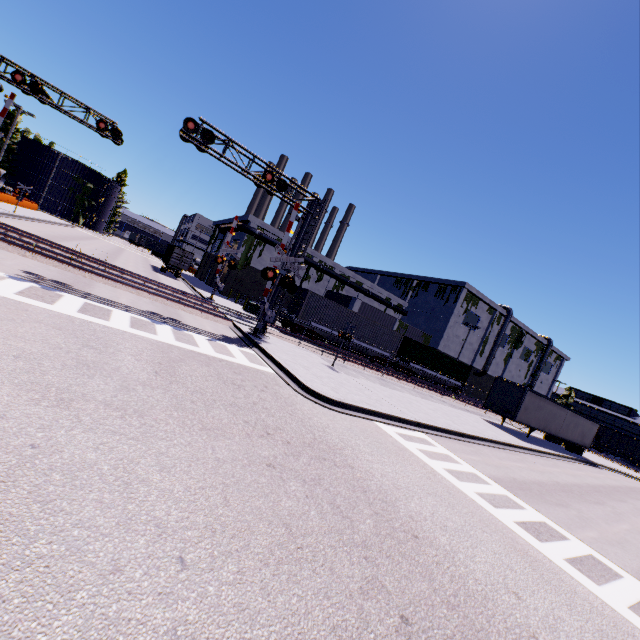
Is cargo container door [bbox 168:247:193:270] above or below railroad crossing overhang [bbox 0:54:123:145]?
below

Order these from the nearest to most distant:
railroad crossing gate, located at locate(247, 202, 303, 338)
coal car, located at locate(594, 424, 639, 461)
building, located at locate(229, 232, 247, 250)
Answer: railroad crossing gate, located at locate(247, 202, 303, 338) < building, located at locate(229, 232, 247, 250) < coal car, located at locate(594, 424, 639, 461)

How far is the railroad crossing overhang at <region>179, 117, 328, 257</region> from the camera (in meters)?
15.05

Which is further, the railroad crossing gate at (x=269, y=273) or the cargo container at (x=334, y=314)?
the cargo container at (x=334, y=314)

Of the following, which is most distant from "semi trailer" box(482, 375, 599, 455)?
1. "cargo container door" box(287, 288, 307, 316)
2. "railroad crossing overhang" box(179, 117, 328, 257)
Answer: "railroad crossing overhang" box(179, 117, 328, 257)

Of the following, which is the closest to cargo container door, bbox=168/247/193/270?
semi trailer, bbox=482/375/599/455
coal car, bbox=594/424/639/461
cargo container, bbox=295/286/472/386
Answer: cargo container, bbox=295/286/472/386

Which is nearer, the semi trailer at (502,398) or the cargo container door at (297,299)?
the semi trailer at (502,398)

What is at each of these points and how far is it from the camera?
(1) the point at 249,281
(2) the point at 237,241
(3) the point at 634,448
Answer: (1) building, 42.50m
(2) building, 45.06m
(3) coal car, 49.22m
